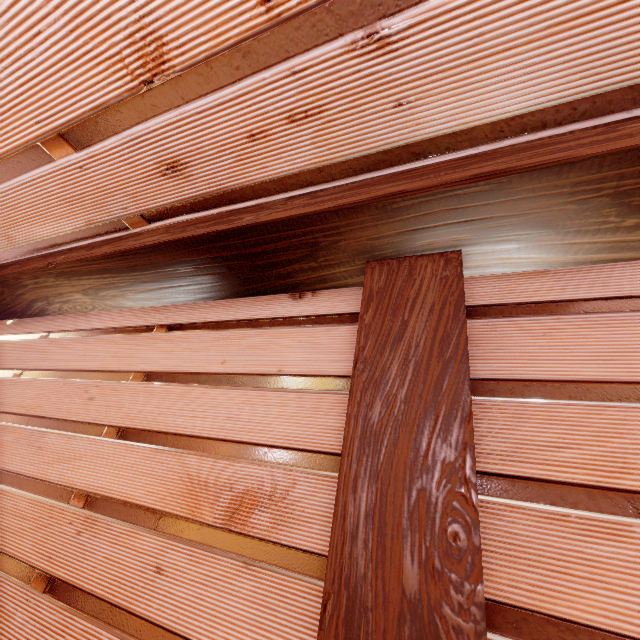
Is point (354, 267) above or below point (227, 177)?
below

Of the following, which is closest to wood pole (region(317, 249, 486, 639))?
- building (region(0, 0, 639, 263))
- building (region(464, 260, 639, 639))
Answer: building (region(464, 260, 639, 639))

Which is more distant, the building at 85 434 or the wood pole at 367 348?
the building at 85 434

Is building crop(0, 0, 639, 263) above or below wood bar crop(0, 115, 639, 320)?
above

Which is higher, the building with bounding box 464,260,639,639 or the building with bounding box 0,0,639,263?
the building with bounding box 0,0,639,263

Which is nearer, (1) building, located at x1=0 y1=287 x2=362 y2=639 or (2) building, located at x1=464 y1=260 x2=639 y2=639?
(2) building, located at x1=464 y1=260 x2=639 y2=639

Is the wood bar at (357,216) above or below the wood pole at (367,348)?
above
